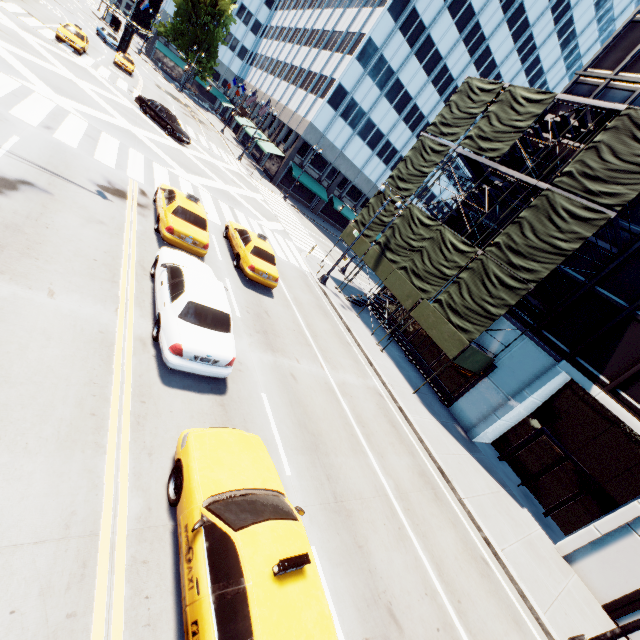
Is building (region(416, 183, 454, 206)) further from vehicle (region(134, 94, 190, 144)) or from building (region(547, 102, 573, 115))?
building (region(547, 102, 573, 115))

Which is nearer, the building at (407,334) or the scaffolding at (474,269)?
the scaffolding at (474,269)

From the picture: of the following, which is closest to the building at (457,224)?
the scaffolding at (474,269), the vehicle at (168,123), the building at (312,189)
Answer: the scaffolding at (474,269)

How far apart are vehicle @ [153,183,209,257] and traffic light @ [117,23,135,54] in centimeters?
432cm

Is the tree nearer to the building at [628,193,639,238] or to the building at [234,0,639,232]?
the building at [234,0,639,232]

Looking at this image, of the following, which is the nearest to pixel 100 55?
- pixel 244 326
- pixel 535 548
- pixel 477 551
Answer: pixel 244 326

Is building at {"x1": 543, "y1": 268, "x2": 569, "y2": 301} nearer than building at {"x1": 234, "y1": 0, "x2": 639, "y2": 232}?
Yes

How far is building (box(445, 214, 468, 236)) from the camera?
21.9m
